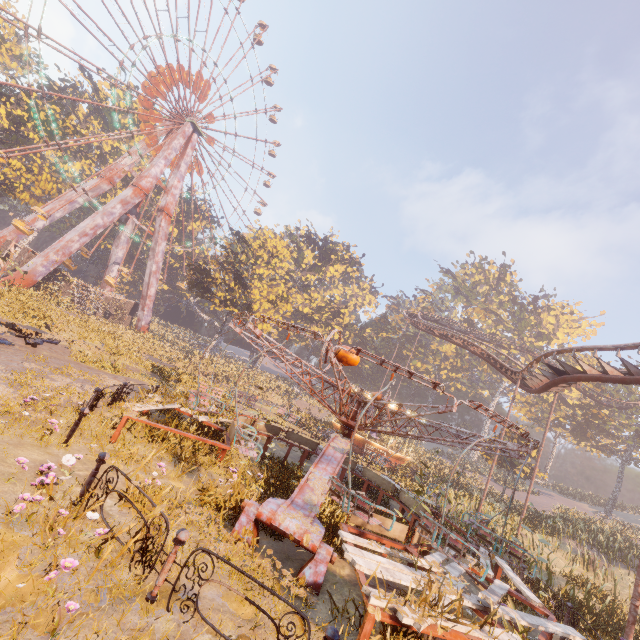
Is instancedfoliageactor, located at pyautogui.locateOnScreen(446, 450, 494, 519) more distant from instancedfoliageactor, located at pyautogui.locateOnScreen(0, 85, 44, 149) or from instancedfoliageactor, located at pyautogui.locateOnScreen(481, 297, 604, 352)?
instancedfoliageactor, located at pyautogui.locateOnScreen(0, 85, 44, 149)

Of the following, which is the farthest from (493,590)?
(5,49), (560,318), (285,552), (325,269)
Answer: (5,49)

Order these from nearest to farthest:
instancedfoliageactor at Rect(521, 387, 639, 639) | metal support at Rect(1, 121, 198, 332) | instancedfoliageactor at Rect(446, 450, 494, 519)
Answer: instancedfoliageactor at Rect(521, 387, 639, 639), instancedfoliageactor at Rect(446, 450, 494, 519), metal support at Rect(1, 121, 198, 332)

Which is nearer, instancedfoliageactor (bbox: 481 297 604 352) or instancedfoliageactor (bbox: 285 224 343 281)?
instancedfoliageactor (bbox: 481 297 604 352)

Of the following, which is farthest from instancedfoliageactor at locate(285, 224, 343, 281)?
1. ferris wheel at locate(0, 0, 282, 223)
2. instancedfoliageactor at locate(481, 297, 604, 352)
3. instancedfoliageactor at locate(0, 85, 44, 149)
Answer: instancedfoliageactor at locate(0, 85, 44, 149)

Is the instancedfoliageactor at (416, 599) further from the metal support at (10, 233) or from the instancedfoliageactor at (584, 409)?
the metal support at (10, 233)

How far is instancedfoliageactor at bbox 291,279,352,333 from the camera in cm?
5253

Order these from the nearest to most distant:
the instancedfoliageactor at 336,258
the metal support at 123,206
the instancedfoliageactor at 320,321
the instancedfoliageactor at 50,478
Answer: the instancedfoliageactor at 50,478
the metal support at 123,206
the instancedfoliageactor at 320,321
the instancedfoliageactor at 336,258
